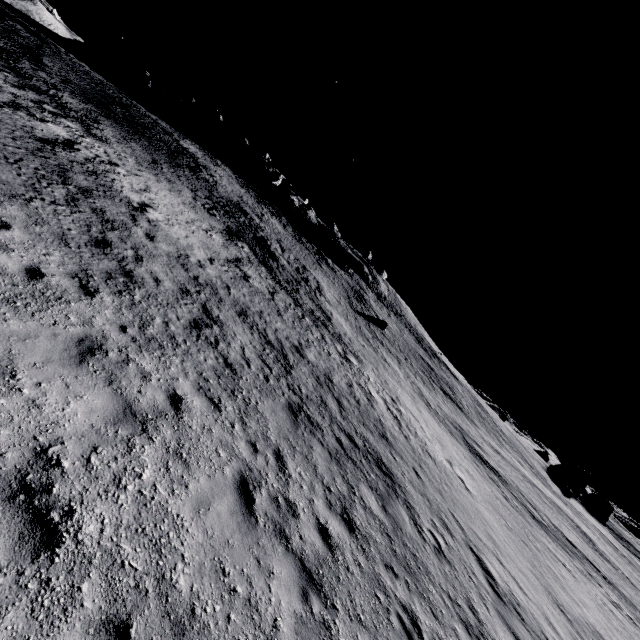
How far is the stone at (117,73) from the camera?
53.41m

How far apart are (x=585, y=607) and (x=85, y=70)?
61.3 meters

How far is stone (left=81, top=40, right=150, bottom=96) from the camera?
53.4 meters
